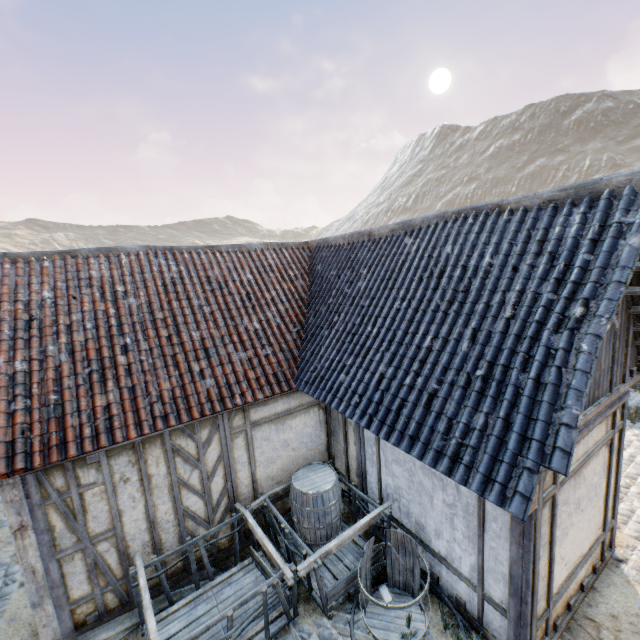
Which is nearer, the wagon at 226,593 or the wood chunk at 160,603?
the wagon at 226,593

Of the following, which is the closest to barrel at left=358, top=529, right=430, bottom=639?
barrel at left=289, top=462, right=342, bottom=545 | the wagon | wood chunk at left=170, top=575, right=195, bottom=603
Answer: the wagon

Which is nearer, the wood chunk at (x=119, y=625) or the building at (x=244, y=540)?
the wood chunk at (x=119, y=625)

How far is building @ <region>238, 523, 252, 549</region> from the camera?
6.2 meters

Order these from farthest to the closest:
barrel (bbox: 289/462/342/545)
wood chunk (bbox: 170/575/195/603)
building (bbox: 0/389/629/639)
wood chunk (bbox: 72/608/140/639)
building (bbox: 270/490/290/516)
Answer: building (bbox: 270/490/290/516), barrel (bbox: 289/462/342/545), wood chunk (bbox: 170/575/195/603), wood chunk (bbox: 72/608/140/639), building (bbox: 0/389/629/639)

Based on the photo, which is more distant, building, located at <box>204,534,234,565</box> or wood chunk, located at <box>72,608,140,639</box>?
building, located at <box>204,534,234,565</box>

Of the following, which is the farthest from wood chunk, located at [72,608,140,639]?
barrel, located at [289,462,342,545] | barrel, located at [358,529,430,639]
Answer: barrel, located at [358,529,430,639]

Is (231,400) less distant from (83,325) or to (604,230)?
(83,325)
